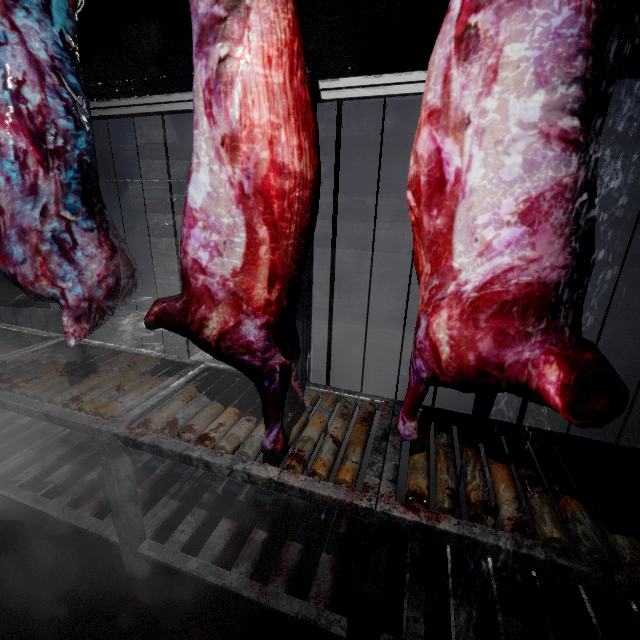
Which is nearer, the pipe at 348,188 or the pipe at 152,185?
the pipe at 348,188

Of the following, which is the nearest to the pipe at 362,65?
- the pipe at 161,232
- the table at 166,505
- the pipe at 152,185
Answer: the pipe at 152,185

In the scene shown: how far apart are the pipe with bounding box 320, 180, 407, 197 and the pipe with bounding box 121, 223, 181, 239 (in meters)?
0.11

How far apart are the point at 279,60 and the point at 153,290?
5.9m

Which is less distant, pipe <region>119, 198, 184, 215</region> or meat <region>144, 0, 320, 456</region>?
meat <region>144, 0, 320, 456</region>

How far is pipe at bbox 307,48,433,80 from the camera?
3.46m

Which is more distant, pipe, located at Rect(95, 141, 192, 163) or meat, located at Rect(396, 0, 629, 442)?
pipe, located at Rect(95, 141, 192, 163)

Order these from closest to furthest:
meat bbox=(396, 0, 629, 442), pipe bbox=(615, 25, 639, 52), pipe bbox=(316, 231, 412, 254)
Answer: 1. meat bbox=(396, 0, 629, 442)
2. pipe bbox=(615, 25, 639, 52)
3. pipe bbox=(316, 231, 412, 254)
